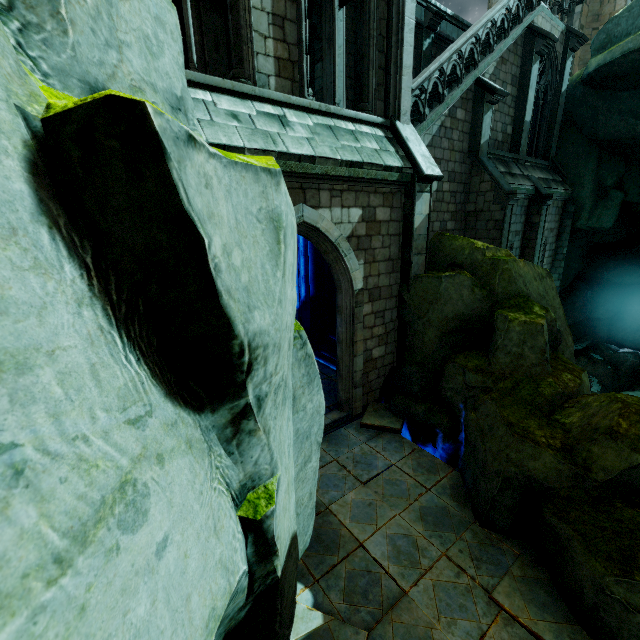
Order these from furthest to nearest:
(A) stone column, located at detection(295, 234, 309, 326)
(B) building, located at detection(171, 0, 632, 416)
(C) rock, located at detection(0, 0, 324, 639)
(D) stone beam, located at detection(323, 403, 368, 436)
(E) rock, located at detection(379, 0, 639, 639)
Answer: (A) stone column, located at detection(295, 234, 309, 326) < (D) stone beam, located at detection(323, 403, 368, 436) < (B) building, located at detection(171, 0, 632, 416) < (E) rock, located at detection(379, 0, 639, 639) < (C) rock, located at detection(0, 0, 324, 639)

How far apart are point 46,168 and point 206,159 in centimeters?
53cm

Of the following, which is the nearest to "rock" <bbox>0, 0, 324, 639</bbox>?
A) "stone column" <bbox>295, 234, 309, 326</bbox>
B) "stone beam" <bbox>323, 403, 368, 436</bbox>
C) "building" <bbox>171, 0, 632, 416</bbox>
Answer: "building" <bbox>171, 0, 632, 416</bbox>

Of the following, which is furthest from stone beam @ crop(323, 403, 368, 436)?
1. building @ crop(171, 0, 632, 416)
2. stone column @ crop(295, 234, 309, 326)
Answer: stone column @ crop(295, 234, 309, 326)

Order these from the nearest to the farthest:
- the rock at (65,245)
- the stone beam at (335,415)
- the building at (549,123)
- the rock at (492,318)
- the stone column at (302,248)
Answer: the rock at (65,245) → the rock at (492,318) → the building at (549,123) → the stone beam at (335,415) → the stone column at (302,248)

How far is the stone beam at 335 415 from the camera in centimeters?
822cm

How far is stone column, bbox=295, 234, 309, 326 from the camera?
11.4 meters
